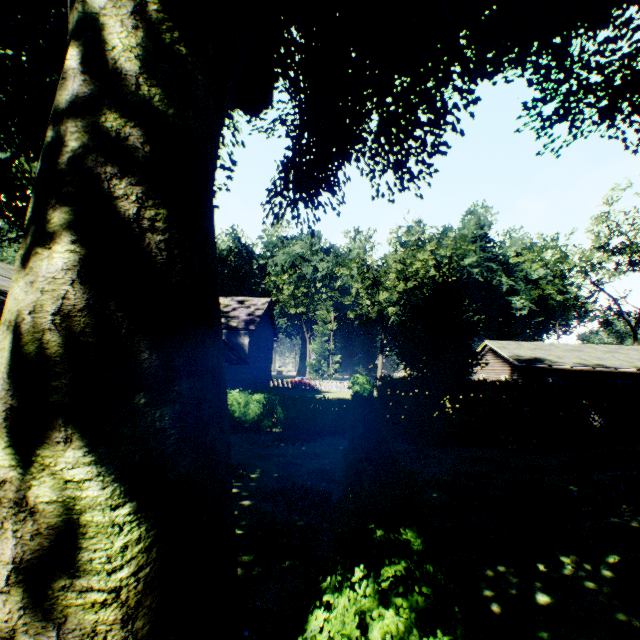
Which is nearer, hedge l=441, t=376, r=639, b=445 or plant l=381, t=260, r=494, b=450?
plant l=381, t=260, r=494, b=450

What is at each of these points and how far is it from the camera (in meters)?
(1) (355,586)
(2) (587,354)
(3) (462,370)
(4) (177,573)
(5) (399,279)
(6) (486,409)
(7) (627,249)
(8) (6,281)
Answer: (1) hedge, 2.60
(2) house, 26.70
(3) plant, 14.83
(4) plant, 1.93
(5) tree, 40.72
(6) hedge, 16.38
(7) tree, 34.78
(8) house, 8.27

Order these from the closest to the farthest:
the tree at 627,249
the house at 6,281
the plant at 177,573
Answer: the plant at 177,573 < the house at 6,281 < the tree at 627,249

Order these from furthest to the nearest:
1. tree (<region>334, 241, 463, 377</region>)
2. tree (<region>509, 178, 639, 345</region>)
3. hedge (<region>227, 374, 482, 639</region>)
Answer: tree (<region>334, 241, 463, 377</region>) < tree (<region>509, 178, 639, 345</region>) < hedge (<region>227, 374, 482, 639</region>)

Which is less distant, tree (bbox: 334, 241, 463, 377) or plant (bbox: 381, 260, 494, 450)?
plant (bbox: 381, 260, 494, 450)

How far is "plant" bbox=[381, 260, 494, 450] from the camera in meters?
14.9 m

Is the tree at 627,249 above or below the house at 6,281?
above

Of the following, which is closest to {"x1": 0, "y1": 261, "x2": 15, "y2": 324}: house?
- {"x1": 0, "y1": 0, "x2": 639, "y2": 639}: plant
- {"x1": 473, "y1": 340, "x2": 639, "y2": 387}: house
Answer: {"x1": 0, "y1": 0, "x2": 639, "y2": 639}: plant
